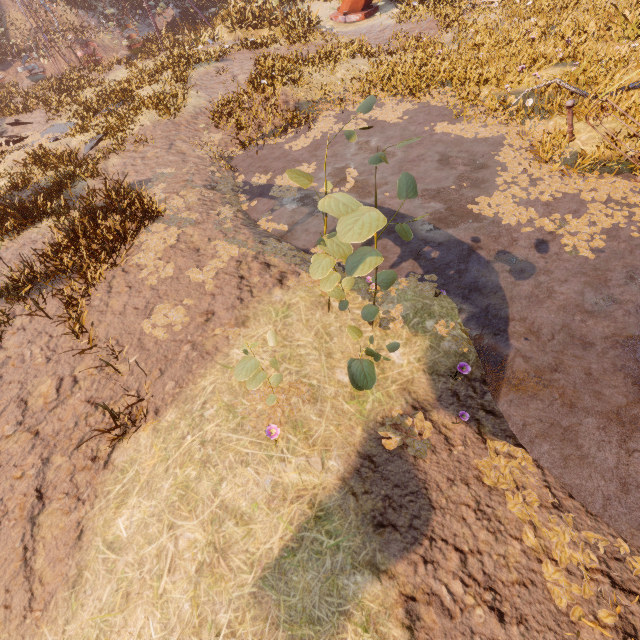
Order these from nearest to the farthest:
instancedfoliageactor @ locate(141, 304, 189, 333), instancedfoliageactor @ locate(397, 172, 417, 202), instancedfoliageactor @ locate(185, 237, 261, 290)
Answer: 1. instancedfoliageactor @ locate(397, 172, 417, 202)
2. instancedfoliageactor @ locate(141, 304, 189, 333)
3. instancedfoliageactor @ locate(185, 237, 261, 290)

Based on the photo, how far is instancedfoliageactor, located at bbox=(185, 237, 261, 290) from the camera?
6.14m

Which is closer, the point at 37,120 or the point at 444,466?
the point at 444,466

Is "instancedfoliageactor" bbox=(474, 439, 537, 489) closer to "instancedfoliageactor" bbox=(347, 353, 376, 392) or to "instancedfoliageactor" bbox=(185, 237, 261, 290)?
"instancedfoliageactor" bbox=(347, 353, 376, 392)

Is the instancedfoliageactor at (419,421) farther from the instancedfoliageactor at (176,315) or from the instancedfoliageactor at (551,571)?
the instancedfoliageactor at (176,315)

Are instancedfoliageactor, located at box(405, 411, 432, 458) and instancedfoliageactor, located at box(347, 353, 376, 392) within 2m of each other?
yes

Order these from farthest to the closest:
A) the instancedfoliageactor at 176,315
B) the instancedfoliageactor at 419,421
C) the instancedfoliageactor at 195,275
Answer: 1. the instancedfoliageactor at 195,275
2. the instancedfoliageactor at 176,315
3. the instancedfoliageactor at 419,421

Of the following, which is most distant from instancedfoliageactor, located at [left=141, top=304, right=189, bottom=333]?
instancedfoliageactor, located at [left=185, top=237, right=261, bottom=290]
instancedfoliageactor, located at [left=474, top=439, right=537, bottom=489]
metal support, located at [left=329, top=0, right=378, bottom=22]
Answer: metal support, located at [left=329, top=0, right=378, bottom=22]
